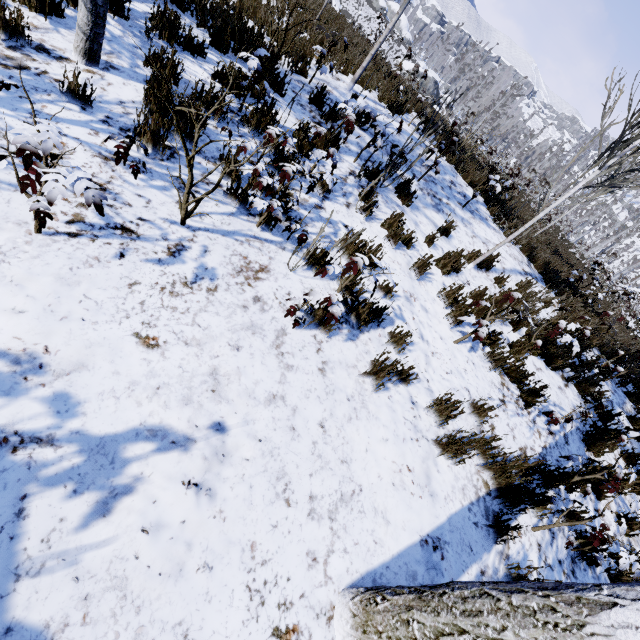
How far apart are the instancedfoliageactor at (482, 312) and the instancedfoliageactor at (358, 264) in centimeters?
149cm

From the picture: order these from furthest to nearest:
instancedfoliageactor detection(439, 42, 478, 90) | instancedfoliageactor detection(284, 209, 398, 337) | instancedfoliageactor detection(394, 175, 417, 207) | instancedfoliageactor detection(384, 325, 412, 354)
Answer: instancedfoliageactor detection(439, 42, 478, 90)
instancedfoliageactor detection(394, 175, 417, 207)
instancedfoliageactor detection(384, 325, 412, 354)
instancedfoliageactor detection(284, 209, 398, 337)

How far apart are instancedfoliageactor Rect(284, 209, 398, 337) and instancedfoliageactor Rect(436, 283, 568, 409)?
1.5 meters

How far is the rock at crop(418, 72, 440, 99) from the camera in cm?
4941

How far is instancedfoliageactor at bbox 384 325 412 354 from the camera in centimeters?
373cm

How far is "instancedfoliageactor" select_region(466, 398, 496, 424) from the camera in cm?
378

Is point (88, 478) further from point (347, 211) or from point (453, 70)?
point (453, 70)

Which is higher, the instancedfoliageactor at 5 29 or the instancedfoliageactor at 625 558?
the instancedfoliageactor at 625 558
